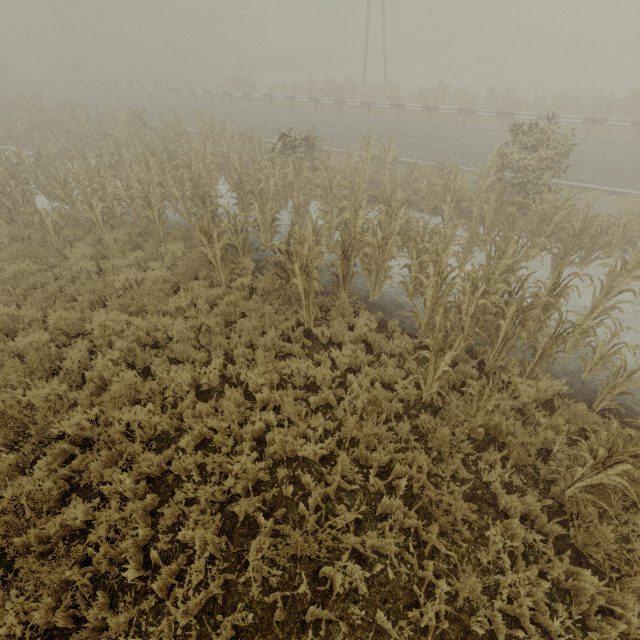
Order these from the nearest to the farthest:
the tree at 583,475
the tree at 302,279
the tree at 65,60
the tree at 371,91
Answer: the tree at 583,475 < the tree at 302,279 < the tree at 371,91 < the tree at 65,60

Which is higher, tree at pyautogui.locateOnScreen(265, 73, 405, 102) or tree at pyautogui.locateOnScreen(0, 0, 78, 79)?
tree at pyautogui.locateOnScreen(0, 0, 78, 79)

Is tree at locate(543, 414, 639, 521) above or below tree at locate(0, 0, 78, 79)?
below

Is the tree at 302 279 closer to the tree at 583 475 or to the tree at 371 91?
the tree at 583 475

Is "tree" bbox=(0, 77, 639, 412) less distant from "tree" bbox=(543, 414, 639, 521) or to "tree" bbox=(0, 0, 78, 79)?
"tree" bbox=(543, 414, 639, 521)

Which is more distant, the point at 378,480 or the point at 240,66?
the point at 240,66

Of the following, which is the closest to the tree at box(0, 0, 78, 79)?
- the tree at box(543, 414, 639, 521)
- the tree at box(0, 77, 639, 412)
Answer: the tree at box(0, 77, 639, 412)
